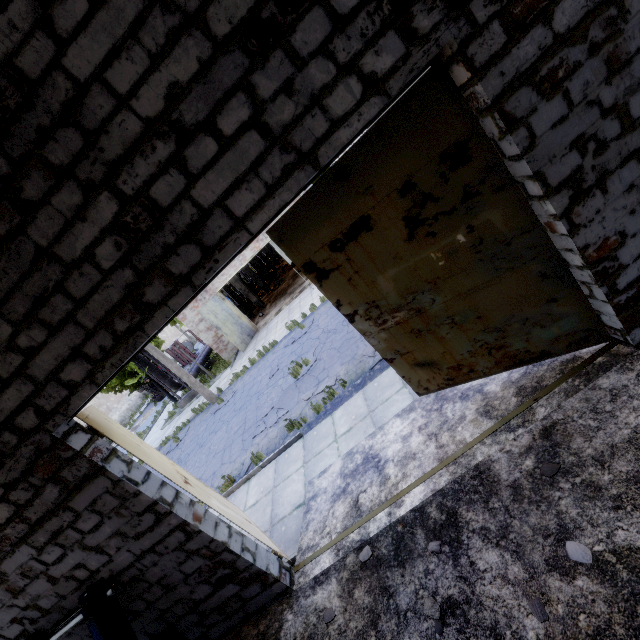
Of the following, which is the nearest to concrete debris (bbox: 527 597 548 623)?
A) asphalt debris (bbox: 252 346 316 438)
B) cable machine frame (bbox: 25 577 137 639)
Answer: cable machine frame (bbox: 25 577 137 639)

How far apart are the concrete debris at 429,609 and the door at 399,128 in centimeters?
277cm

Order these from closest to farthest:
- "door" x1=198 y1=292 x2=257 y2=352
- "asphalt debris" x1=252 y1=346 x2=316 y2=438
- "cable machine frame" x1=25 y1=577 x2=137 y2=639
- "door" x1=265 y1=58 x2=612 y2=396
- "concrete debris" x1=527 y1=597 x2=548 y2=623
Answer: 1. "concrete debris" x1=527 y1=597 x2=548 y2=623
2. "door" x1=265 y1=58 x2=612 y2=396
3. "cable machine frame" x1=25 y1=577 x2=137 y2=639
4. "asphalt debris" x1=252 y1=346 x2=316 y2=438
5. "door" x1=198 y1=292 x2=257 y2=352

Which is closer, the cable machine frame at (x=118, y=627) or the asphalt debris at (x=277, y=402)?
the cable machine frame at (x=118, y=627)

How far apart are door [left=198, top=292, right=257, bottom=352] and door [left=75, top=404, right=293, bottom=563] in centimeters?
1411cm

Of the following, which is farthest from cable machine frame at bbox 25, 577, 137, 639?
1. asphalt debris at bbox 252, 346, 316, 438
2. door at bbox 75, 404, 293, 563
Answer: asphalt debris at bbox 252, 346, 316, 438

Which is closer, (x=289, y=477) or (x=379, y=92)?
(x=379, y=92)
